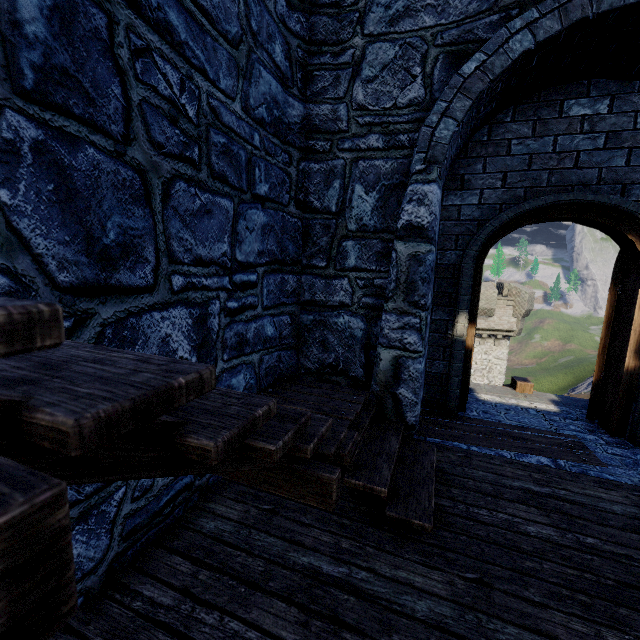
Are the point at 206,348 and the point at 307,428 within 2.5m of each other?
yes

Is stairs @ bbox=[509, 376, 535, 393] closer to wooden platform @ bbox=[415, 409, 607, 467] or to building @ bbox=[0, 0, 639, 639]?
building @ bbox=[0, 0, 639, 639]

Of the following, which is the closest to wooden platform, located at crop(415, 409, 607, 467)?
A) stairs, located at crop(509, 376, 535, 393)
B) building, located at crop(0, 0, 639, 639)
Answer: building, located at crop(0, 0, 639, 639)

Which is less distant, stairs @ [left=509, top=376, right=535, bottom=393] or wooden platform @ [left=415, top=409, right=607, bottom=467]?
wooden platform @ [left=415, top=409, right=607, bottom=467]

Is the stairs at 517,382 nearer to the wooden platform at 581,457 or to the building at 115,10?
the building at 115,10

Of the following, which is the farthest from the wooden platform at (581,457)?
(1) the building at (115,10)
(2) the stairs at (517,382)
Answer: (2) the stairs at (517,382)
